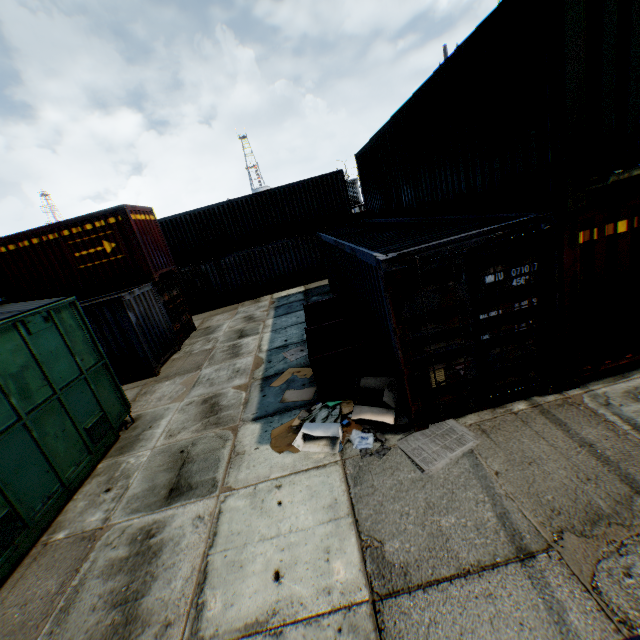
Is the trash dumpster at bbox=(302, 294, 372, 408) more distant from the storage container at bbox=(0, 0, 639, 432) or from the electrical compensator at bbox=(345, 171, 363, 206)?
the electrical compensator at bbox=(345, 171, 363, 206)

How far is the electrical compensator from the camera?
35.00m

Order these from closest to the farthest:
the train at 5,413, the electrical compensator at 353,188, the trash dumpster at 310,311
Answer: the train at 5,413 < the trash dumpster at 310,311 < the electrical compensator at 353,188

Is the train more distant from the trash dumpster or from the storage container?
the storage container

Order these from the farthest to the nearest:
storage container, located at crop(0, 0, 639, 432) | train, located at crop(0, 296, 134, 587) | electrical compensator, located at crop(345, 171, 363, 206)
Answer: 1. electrical compensator, located at crop(345, 171, 363, 206)
2. train, located at crop(0, 296, 134, 587)
3. storage container, located at crop(0, 0, 639, 432)

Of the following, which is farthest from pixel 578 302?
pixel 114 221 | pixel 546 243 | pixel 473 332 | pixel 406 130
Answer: pixel 114 221

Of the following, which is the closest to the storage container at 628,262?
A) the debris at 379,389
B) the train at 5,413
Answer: the debris at 379,389

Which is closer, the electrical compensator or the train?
the train
